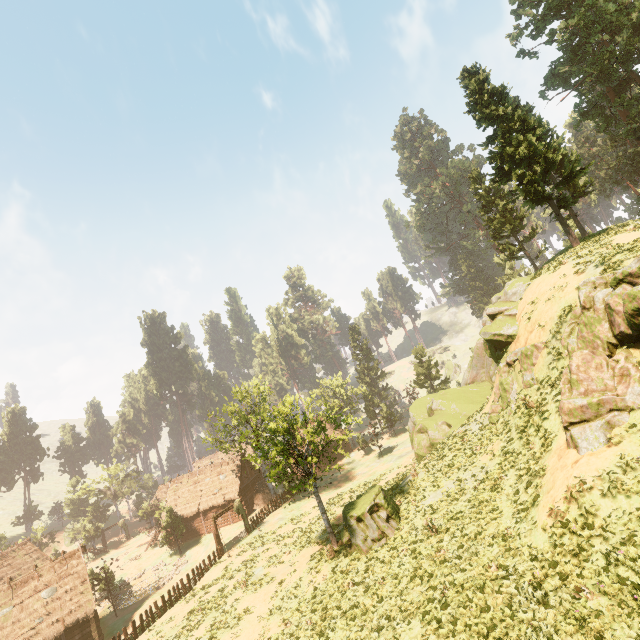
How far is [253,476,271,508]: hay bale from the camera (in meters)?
43.56

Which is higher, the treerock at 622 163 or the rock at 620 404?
the treerock at 622 163

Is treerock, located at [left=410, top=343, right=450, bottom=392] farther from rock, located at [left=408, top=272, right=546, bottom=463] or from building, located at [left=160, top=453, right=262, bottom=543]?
rock, located at [left=408, top=272, right=546, bottom=463]

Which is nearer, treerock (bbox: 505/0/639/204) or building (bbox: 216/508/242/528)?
treerock (bbox: 505/0/639/204)

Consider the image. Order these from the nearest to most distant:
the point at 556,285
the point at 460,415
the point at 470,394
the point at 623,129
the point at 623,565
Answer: the point at 623,565 → the point at 556,285 → the point at 460,415 → the point at 470,394 → the point at 623,129

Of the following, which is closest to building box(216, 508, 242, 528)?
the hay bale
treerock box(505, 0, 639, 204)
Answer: treerock box(505, 0, 639, 204)

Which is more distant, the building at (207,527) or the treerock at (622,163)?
the building at (207,527)
